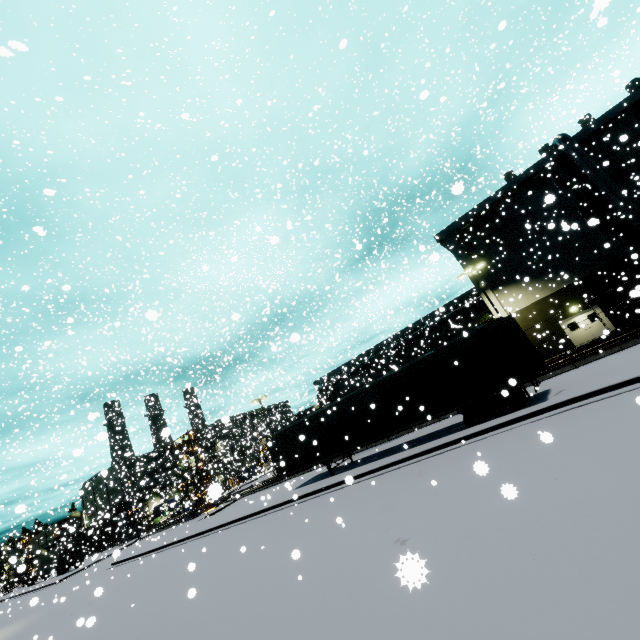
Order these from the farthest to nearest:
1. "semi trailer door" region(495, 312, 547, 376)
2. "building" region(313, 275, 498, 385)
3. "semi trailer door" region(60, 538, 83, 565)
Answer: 1. "semi trailer door" region(60, 538, 83, 565)
2. "building" region(313, 275, 498, 385)
3. "semi trailer door" region(495, 312, 547, 376)

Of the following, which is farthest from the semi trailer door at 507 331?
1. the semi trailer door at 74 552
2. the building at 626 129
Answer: the semi trailer door at 74 552

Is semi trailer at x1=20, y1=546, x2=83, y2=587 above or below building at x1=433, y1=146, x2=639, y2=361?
below

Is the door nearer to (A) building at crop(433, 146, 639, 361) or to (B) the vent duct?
(A) building at crop(433, 146, 639, 361)

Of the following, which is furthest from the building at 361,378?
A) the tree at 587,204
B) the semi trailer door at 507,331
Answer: the semi trailer door at 507,331

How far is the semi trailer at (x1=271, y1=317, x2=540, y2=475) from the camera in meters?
13.3 m

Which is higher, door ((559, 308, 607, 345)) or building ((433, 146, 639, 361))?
building ((433, 146, 639, 361))

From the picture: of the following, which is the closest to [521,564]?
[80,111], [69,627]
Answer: A: [69,627]
